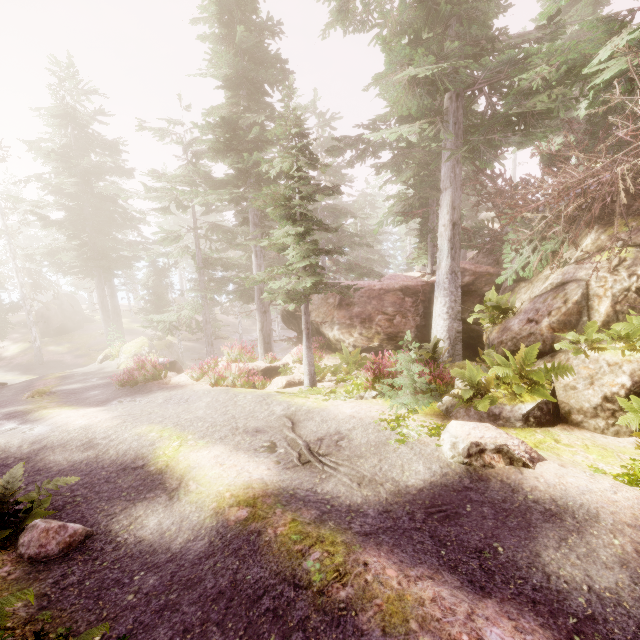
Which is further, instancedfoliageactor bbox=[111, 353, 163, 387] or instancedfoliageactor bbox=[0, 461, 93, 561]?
instancedfoliageactor bbox=[111, 353, 163, 387]

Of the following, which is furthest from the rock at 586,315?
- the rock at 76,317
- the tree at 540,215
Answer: the rock at 76,317

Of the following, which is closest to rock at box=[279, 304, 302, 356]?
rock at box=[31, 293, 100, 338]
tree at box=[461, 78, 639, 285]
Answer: tree at box=[461, 78, 639, 285]

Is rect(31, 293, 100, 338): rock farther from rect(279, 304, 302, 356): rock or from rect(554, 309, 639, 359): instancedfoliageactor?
rect(279, 304, 302, 356): rock

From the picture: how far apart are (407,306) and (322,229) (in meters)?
6.50

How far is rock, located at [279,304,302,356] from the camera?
19.3m
